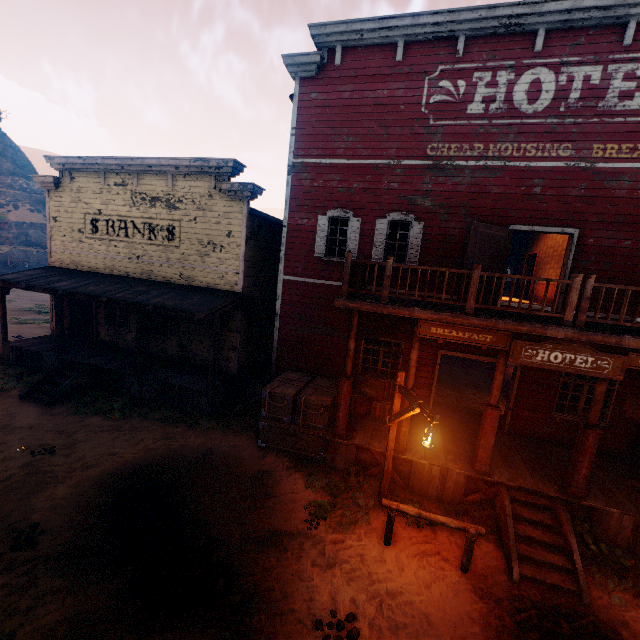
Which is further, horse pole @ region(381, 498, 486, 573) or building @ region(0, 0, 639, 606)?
building @ region(0, 0, 639, 606)

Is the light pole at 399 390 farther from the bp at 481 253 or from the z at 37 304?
the bp at 481 253

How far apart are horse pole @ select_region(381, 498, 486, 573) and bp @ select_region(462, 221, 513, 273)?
5.4 meters

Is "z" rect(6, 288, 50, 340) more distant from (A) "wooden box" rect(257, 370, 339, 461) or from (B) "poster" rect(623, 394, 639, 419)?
(B) "poster" rect(623, 394, 639, 419)

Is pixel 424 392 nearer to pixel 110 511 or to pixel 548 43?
pixel 110 511

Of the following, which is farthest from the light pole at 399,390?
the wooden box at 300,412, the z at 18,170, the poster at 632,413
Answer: the poster at 632,413

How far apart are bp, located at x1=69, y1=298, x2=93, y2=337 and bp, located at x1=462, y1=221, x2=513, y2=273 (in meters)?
16.30

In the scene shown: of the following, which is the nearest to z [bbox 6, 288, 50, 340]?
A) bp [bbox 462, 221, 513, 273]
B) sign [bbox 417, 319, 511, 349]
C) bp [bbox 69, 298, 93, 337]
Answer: bp [bbox 69, 298, 93, 337]
